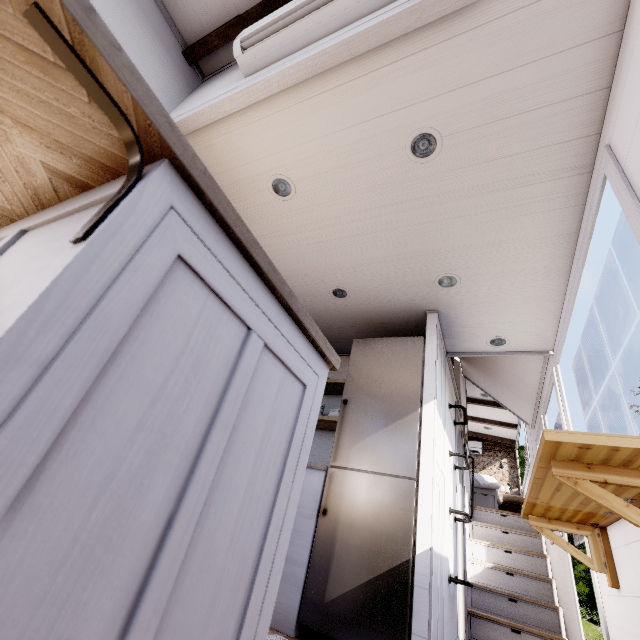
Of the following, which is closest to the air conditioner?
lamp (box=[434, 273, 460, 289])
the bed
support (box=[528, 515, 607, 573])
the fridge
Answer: lamp (box=[434, 273, 460, 289])

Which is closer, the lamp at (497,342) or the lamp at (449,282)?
the lamp at (449,282)

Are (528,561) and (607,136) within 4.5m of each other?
no

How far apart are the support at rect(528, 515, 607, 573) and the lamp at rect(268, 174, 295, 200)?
2.86m

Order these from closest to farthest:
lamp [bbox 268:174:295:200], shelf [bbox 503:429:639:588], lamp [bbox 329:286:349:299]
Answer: shelf [bbox 503:429:639:588] < lamp [bbox 268:174:295:200] < lamp [bbox 329:286:349:299]

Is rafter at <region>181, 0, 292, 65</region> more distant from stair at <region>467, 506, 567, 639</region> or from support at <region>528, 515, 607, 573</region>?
stair at <region>467, 506, 567, 639</region>

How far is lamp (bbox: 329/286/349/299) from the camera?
3.15m

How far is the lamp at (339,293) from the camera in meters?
3.2
